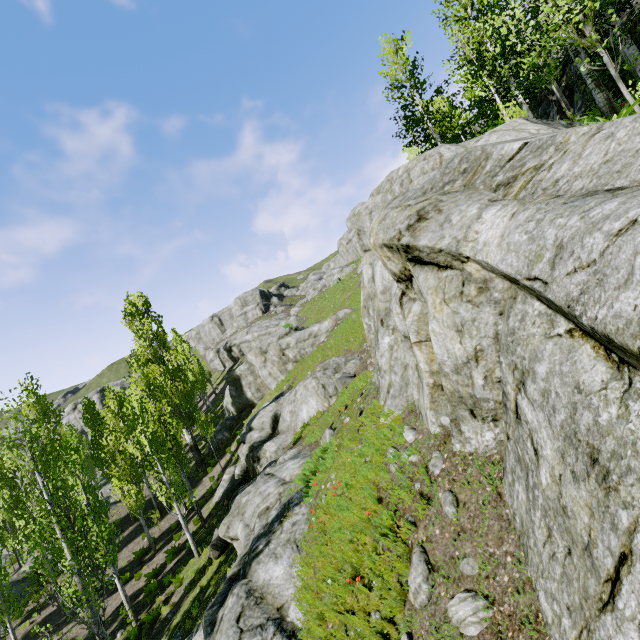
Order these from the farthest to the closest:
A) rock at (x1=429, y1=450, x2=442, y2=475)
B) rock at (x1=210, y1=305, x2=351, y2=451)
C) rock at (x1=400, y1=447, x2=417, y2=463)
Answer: rock at (x1=210, y1=305, x2=351, y2=451) < rock at (x1=400, y1=447, x2=417, y2=463) < rock at (x1=429, y1=450, x2=442, y2=475)

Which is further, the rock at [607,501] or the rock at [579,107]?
the rock at [579,107]

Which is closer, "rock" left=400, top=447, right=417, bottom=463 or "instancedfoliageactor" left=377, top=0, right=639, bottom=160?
"rock" left=400, top=447, right=417, bottom=463

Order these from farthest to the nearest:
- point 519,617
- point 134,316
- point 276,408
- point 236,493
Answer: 1. point 134,316
2. point 276,408
3. point 236,493
4. point 519,617

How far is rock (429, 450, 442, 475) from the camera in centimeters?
550cm

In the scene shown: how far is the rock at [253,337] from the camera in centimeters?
3117cm

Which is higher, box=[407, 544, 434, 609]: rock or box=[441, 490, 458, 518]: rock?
box=[441, 490, 458, 518]: rock
